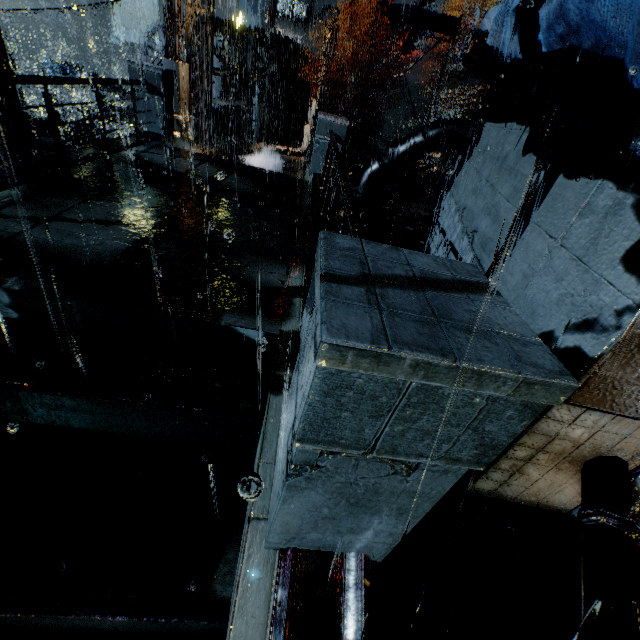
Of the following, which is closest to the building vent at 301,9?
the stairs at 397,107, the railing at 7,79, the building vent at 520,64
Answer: the stairs at 397,107

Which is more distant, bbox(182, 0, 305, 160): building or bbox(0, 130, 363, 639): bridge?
bbox(182, 0, 305, 160): building

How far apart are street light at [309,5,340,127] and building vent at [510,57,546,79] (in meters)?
17.81

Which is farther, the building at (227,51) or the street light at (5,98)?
the building at (227,51)

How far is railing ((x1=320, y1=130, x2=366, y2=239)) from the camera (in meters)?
2.91

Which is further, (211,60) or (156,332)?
(211,60)

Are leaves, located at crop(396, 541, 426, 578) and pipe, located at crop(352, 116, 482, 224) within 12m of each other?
yes

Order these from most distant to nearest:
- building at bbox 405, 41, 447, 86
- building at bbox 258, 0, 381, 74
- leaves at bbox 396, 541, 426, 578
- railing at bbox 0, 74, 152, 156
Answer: building at bbox 258, 0, 381, 74
building at bbox 405, 41, 447, 86
railing at bbox 0, 74, 152, 156
leaves at bbox 396, 541, 426, 578
